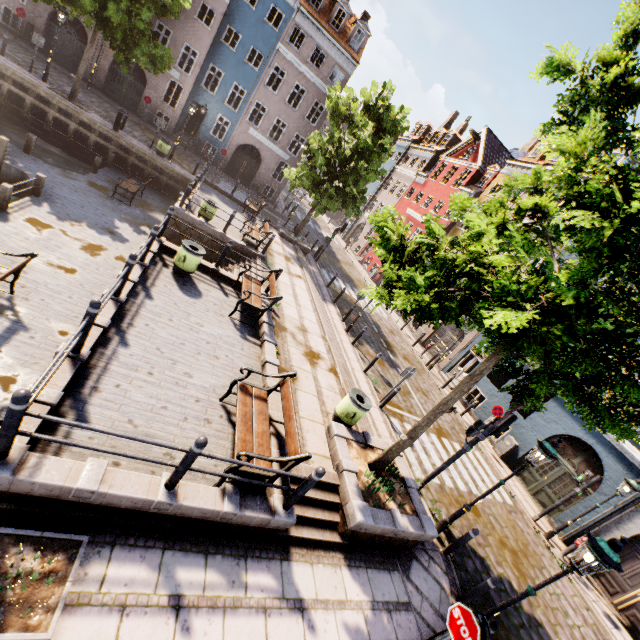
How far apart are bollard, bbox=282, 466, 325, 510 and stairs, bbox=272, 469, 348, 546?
0.5 meters

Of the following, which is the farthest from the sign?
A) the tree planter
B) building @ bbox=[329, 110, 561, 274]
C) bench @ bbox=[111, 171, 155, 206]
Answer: bench @ bbox=[111, 171, 155, 206]

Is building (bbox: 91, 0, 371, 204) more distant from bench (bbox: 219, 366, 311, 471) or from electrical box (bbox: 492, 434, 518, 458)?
bench (bbox: 219, 366, 311, 471)

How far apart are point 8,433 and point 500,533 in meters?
13.1

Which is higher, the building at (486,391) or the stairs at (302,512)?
the building at (486,391)

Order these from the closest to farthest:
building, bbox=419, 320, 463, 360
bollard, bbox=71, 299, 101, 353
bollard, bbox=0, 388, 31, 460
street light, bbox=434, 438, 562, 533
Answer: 1. bollard, bbox=0, 388, 31, 460
2. bollard, bbox=71, 299, 101, 353
3. street light, bbox=434, 438, 562, 533
4. building, bbox=419, 320, 463, 360

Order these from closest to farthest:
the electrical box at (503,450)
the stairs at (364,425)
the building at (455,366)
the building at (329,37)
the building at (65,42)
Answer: the stairs at (364,425)
the electrical box at (503,450)
the building at (455,366)
the building at (65,42)
the building at (329,37)

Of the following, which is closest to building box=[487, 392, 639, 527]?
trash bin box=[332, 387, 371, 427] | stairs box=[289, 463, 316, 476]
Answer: trash bin box=[332, 387, 371, 427]
